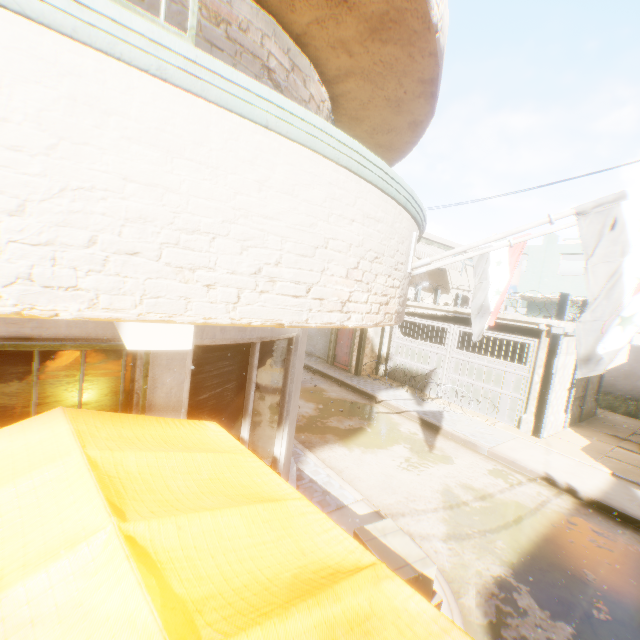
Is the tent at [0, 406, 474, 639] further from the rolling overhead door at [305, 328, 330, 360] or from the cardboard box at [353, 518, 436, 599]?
the rolling overhead door at [305, 328, 330, 360]

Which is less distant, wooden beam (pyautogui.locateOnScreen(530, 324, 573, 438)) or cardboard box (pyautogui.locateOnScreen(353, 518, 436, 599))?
cardboard box (pyautogui.locateOnScreen(353, 518, 436, 599))

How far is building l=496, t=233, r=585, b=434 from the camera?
10.1m

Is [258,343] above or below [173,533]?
above

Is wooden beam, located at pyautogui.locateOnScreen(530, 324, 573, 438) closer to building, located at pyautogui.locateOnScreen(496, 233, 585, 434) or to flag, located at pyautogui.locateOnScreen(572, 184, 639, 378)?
building, located at pyautogui.locateOnScreen(496, 233, 585, 434)

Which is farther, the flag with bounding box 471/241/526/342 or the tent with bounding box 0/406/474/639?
the flag with bounding box 471/241/526/342

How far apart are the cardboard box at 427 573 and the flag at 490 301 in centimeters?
109cm

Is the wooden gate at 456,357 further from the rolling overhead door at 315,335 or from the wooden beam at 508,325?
the rolling overhead door at 315,335
